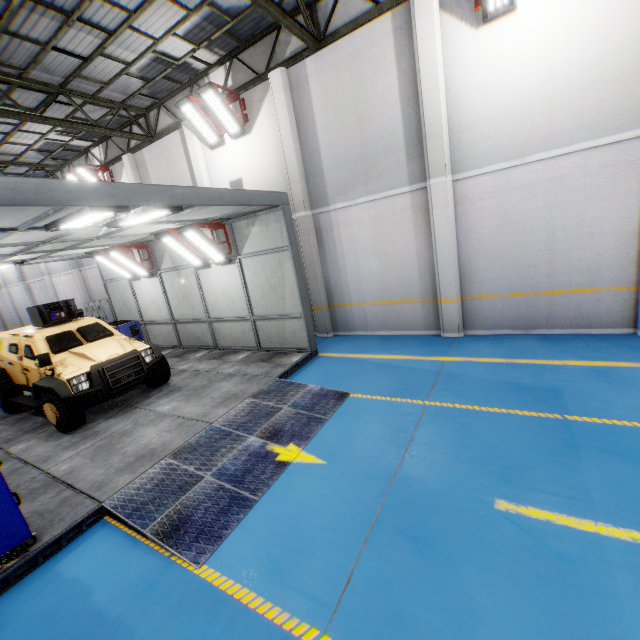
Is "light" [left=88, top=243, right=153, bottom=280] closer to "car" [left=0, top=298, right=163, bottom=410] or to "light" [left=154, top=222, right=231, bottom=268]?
"car" [left=0, top=298, right=163, bottom=410]

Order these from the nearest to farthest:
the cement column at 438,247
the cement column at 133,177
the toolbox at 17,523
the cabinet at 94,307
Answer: the toolbox at 17,523 → the cement column at 438,247 → the cement column at 133,177 → the cabinet at 94,307

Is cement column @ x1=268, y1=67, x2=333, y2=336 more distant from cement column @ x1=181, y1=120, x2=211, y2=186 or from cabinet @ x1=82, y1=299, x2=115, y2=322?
cabinet @ x1=82, y1=299, x2=115, y2=322

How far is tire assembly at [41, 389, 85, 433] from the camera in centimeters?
650cm

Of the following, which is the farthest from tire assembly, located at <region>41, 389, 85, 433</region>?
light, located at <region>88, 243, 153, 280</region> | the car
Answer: light, located at <region>88, 243, 153, 280</region>

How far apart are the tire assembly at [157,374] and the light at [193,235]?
3.0 meters

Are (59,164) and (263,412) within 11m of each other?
no

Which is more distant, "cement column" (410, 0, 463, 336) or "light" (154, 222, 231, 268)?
"light" (154, 222, 231, 268)
